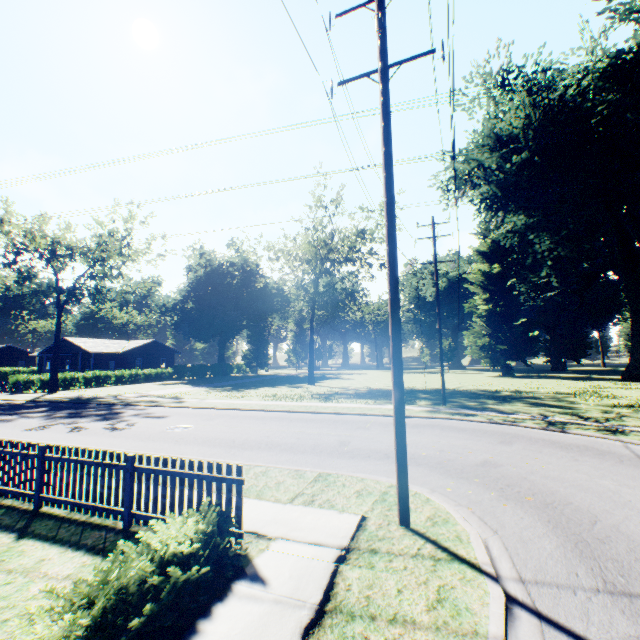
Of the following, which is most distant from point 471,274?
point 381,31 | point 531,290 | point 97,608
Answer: point 97,608

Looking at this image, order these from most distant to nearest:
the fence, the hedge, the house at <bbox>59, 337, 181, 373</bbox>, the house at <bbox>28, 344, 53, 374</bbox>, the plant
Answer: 1. the plant
2. the house at <bbox>28, 344, 53, 374</bbox>
3. the house at <bbox>59, 337, 181, 373</bbox>
4. the fence
5. the hedge

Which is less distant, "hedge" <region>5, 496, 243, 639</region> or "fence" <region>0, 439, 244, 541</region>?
"hedge" <region>5, 496, 243, 639</region>

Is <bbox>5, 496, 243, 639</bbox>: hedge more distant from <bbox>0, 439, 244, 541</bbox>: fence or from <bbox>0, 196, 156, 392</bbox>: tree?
<bbox>0, 196, 156, 392</bbox>: tree

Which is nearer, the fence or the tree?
the fence

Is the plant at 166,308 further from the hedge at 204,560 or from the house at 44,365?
the hedge at 204,560

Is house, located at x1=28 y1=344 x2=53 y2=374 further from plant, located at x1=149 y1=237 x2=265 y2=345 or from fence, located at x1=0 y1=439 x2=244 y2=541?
fence, located at x1=0 y1=439 x2=244 y2=541

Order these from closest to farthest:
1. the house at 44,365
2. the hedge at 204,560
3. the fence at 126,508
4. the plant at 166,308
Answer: the hedge at 204,560
the fence at 126,508
the house at 44,365
the plant at 166,308
